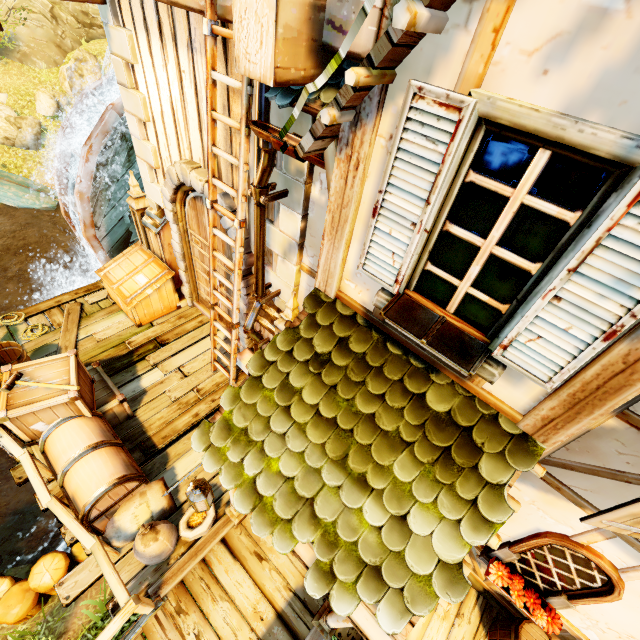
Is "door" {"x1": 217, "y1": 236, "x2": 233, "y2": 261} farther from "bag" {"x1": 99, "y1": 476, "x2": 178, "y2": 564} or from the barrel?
the barrel

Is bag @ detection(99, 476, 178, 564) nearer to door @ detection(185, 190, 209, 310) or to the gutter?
door @ detection(185, 190, 209, 310)

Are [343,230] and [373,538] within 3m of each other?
yes

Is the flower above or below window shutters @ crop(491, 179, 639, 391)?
below

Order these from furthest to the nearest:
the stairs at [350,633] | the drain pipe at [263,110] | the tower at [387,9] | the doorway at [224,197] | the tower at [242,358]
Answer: the tower at [242,358] → the doorway at [224,197] → the stairs at [350,633] → the drain pipe at [263,110] → the tower at [387,9]

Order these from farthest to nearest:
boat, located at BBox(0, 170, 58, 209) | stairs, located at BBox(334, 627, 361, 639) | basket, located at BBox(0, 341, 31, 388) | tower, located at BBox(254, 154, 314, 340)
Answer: boat, located at BBox(0, 170, 58, 209)
basket, located at BBox(0, 341, 31, 388)
stairs, located at BBox(334, 627, 361, 639)
tower, located at BBox(254, 154, 314, 340)

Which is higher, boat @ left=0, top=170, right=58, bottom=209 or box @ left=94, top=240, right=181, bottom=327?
box @ left=94, top=240, right=181, bottom=327

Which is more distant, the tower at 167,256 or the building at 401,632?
the tower at 167,256
